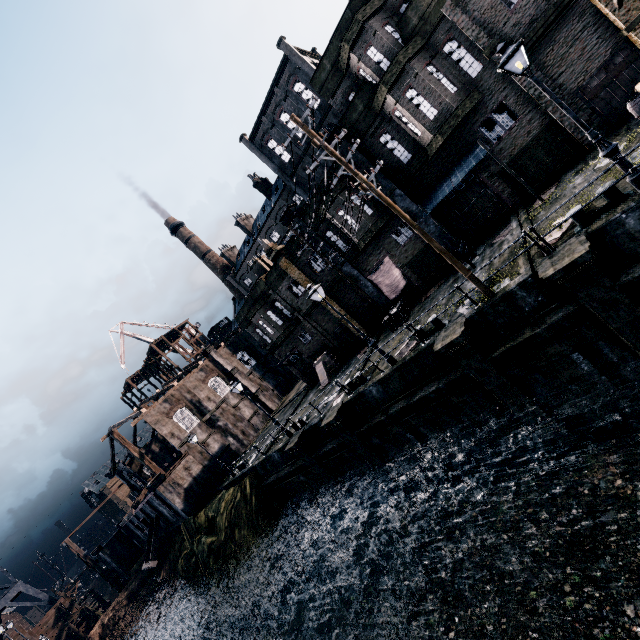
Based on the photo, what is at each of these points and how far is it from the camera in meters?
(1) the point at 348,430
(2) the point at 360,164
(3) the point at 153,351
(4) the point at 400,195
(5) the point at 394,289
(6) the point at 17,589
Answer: (1) column, 18.2 m
(2) column, 19.9 m
(3) wooden scaffolding, 59.9 m
(4) column, 19.8 m
(5) cloth, 23.4 m
(6) water tower, 49.3 m

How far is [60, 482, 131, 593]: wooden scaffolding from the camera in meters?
49.3 m

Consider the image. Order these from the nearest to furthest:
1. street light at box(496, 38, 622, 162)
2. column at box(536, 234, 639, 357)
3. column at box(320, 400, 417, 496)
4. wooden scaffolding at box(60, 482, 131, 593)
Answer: street light at box(496, 38, 622, 162), column at box(536, 234, 639, 357), column at box(320, 400, 417, 496), wooden scaffolding at box(60, 482, 131, 593)

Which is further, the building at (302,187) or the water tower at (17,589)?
the building at (302,187)

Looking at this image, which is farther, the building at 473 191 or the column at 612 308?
the building at 473 191

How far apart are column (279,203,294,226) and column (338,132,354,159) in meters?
4.6

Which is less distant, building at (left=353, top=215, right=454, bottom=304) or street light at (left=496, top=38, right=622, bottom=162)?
street light at (left=496, top=38, right=622, bottom=162)

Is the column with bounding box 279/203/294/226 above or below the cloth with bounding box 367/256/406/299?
above
